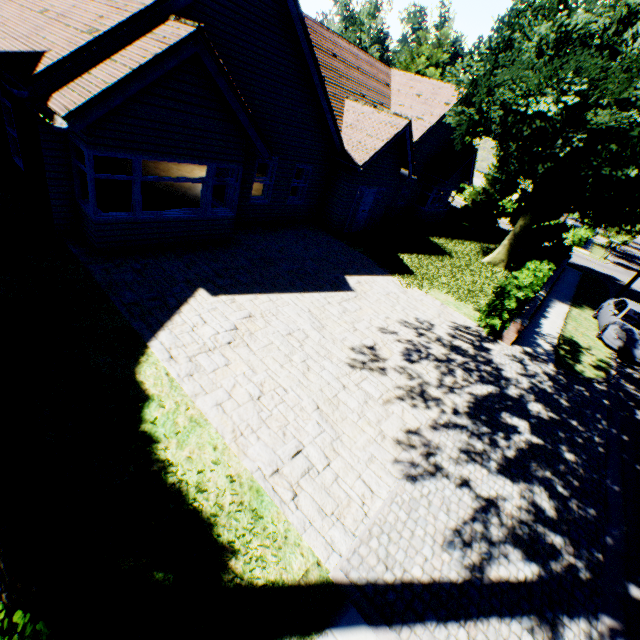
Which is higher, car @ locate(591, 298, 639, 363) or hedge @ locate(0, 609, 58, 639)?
hedge @ locate(0, 609, 58, 639)

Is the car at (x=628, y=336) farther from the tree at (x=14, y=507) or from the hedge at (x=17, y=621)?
the hedge at (x=17, y=621)

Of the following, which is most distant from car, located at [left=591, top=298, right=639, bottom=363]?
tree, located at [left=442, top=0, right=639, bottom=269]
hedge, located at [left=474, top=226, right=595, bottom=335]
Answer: hedge, located at [left=474, top=226, right=595, bottom=335]

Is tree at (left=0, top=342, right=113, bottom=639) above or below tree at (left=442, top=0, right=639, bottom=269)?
below

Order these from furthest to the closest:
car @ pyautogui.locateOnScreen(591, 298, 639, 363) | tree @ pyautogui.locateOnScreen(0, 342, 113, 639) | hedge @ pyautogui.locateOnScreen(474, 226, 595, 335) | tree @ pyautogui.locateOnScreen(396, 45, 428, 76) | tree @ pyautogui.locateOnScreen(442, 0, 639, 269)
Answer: tree @ pyautogui.locateOnScreen(396, 45, 428, 76) → car @ pyautogui.locateOnScreen(591, 298, 639, 363) → tree @ pyautogui.locateOnScreen(442, 0, 639, 269) → hedge @ pyautogui.locateOnScreen(474, 226, 595, 335) → tree @ pyautogui.locateOnScreen(0, 342, 113, 639)

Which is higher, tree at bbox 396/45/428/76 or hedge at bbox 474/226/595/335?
tree at bbox 396/45/428/76

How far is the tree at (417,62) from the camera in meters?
25.8

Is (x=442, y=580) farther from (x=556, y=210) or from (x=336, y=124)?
(x=556, y=210)
